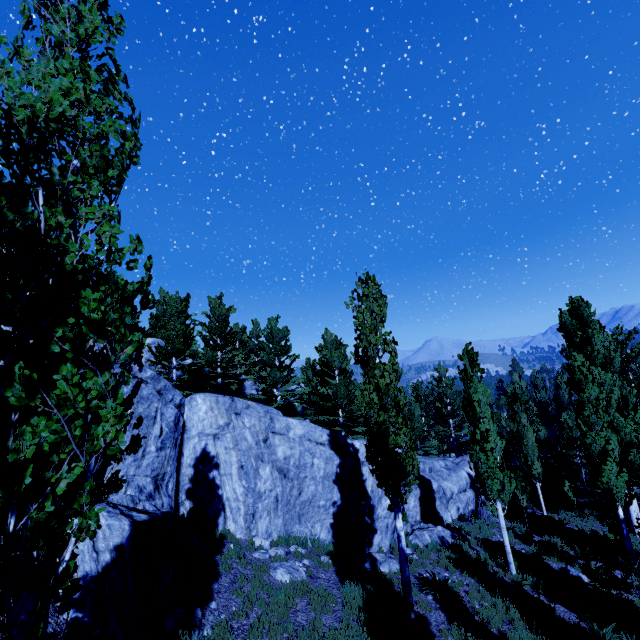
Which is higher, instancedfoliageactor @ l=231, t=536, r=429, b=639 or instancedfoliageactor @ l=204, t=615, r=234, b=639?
instancedfoliageactor @ l=204, t=615, r=234, b=639

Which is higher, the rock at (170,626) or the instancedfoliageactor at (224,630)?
the rock at (170,626)

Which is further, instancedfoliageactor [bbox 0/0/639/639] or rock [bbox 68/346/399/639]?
rock [bbox 68/346/399/639]

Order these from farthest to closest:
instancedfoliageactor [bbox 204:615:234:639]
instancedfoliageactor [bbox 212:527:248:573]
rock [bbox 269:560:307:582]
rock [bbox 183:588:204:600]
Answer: rock [bbox 269:560:307:582] < instancedfoliageactor [bbox 212:527:248:573] < rock [bbox 183:588:204:600] < instancedfoliageactor [bbox 204:615:234:639]

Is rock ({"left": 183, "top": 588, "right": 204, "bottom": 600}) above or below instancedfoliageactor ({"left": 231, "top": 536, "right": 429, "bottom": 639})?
above

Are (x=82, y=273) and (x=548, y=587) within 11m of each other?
no

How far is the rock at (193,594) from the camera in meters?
7.6

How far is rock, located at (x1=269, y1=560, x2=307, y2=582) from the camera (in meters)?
9.88
